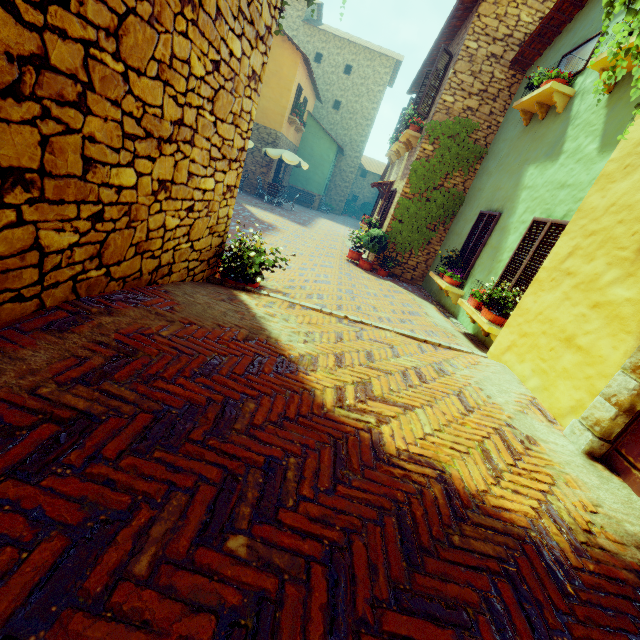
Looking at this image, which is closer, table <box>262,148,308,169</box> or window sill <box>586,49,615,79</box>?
window sill <box>586,49,615,79</box>

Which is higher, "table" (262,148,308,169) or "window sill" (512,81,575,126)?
"window sill" (512,81,575,126)

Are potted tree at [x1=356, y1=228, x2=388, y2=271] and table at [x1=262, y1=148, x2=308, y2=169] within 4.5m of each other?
no

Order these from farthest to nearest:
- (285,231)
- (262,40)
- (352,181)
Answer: (352,181), (285,231), (262,40)

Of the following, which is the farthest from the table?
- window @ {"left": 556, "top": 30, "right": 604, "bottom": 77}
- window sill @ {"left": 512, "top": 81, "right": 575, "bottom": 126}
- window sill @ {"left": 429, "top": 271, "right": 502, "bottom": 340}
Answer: window sill @ {"left": 429, "top": 271, "right": 502, "bottom": 340}

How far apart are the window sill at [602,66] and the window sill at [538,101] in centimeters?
97cm

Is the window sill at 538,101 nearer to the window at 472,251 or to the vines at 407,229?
the window at 472,251

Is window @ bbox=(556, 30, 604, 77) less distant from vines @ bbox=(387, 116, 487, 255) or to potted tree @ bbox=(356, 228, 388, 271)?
vines @ bbox=(387, 116, 487, 255)
